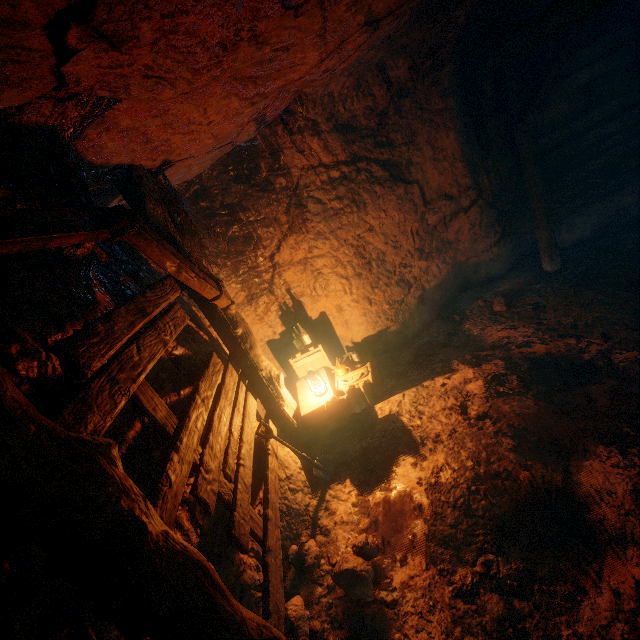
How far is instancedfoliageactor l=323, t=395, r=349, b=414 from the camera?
4.8 meters

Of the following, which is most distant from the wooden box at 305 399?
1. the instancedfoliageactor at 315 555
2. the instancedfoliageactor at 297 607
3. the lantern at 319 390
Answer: the instancedfoliageactor at 297 607

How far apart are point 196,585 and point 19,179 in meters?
2.7

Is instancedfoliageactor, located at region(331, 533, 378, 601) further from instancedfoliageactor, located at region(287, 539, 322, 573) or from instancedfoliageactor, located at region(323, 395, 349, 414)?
instancedfoliageactor, located at region(323, 395, 349, 414)

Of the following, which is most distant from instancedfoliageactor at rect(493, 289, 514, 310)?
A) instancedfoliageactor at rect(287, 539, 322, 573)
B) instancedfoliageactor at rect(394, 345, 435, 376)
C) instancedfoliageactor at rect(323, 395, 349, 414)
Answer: instancedfoliageactor at rect(287, 539, 322, 573)

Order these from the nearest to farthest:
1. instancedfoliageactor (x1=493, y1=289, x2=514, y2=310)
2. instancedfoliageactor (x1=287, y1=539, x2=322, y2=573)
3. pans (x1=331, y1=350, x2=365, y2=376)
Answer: instancedfoliageactor (x1=287, y1=539, x2=322, y2=573) → pans (x1=331, y1=350, x2=365, y2=376) → instancedfoliageactor (x1=493, y1=289, x2=514, y2=310)

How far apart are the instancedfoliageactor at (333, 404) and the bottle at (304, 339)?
1.30m

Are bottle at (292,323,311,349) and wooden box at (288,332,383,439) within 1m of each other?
yes
